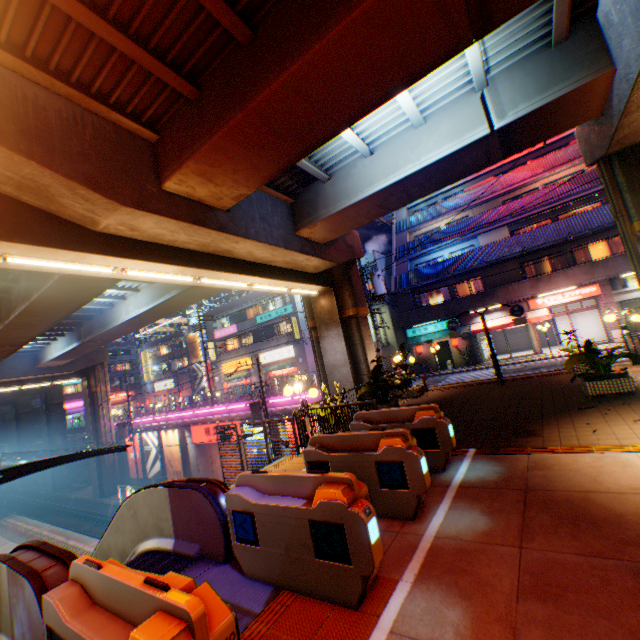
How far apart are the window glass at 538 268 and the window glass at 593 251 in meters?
1.4

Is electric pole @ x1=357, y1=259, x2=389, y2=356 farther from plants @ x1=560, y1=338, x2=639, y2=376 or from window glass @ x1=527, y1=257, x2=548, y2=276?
window glass @ x1=527, y1=257, x2=548, y2=276

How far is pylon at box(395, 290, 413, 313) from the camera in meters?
27.3

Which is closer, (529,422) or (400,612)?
(400,612)

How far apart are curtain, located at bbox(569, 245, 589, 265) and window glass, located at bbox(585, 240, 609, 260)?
0.17m

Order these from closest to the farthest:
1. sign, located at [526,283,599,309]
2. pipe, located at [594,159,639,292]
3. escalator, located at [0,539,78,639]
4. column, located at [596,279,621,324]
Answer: escalator, located at [0,539,78,639]
pipe, located at [594,159,639,292]
column, located at [596,279,621,324]
sign, located at [526,283,599,309]

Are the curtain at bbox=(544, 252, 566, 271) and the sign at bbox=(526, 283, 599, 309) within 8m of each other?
yes

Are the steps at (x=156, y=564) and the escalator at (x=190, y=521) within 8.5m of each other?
yes
